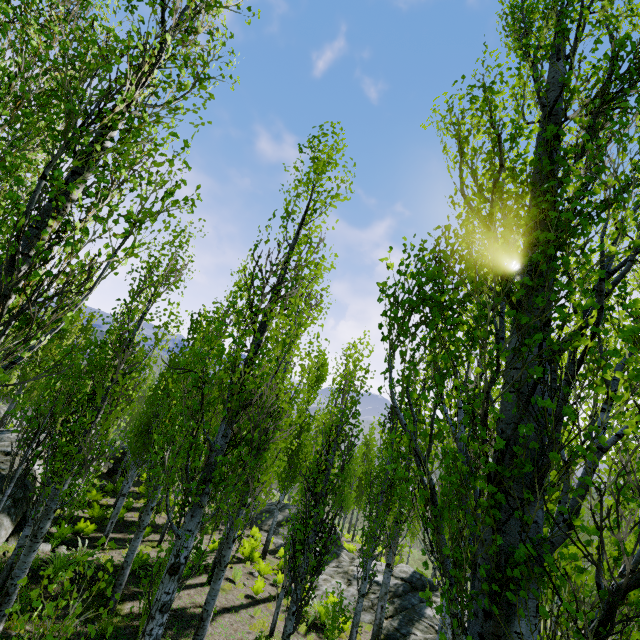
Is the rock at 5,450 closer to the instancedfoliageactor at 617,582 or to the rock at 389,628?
the instancedfoliageactor at 617,582

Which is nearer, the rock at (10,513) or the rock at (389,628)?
the rock at (10,513)

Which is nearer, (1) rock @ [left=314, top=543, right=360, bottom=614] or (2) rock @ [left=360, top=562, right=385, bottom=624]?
(2) rock @ [left=360, top=562, right=385, bottom=624]

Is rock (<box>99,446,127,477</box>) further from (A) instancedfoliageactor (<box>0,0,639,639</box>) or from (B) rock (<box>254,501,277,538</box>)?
(B) rock (<box>254,501,277,538</box>)

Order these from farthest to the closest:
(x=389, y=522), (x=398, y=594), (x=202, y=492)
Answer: (x=389, y=522), (x=398, y=594), (x=202, y=492)

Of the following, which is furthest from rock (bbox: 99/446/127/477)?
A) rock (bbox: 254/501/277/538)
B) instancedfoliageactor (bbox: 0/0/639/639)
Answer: rock (bbox: 254/501/277/538)

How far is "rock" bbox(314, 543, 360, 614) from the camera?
14.6 meters

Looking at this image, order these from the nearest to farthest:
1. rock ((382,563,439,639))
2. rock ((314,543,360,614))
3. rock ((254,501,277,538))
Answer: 1. rock ((382,563,439,639))
2. rock ((314,543,360,614))
3. rock ((254,501,277,538))
